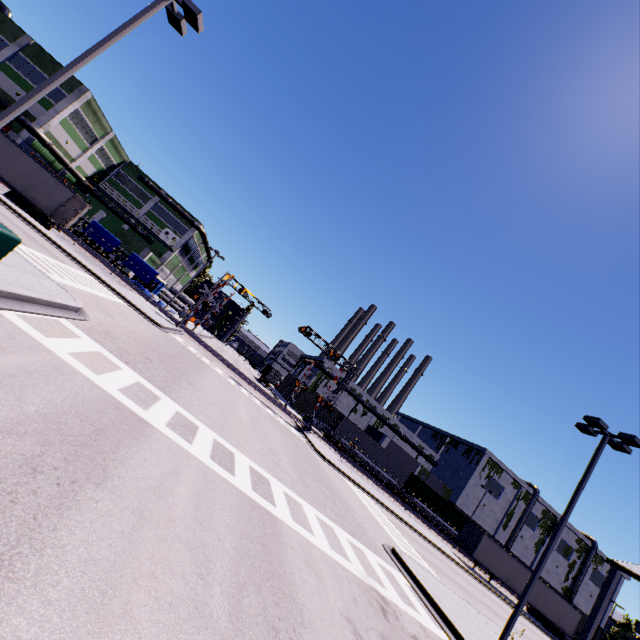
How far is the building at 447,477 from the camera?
54.8 meters

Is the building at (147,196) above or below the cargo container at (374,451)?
above

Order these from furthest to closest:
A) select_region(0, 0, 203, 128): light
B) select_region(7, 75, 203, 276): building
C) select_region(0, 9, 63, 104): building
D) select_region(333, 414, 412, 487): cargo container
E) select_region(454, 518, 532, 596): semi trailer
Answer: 1. select_region(333, 414, 412, 487): cargo container
2. select_region(7, 75, 203, 276): building
3. select_region(0, 9, 63, 104): building
4. select_region(454, 518, 532, 596): semi trailer
5. select_region(0, 0, 203, 128): light

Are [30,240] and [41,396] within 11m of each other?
no

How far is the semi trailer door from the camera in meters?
25.2 m

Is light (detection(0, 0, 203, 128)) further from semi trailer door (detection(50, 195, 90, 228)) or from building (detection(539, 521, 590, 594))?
semi trailer door (detection(50, 195, 90, 228))

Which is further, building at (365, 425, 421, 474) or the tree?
the tree

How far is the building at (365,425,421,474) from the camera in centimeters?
5335cm
